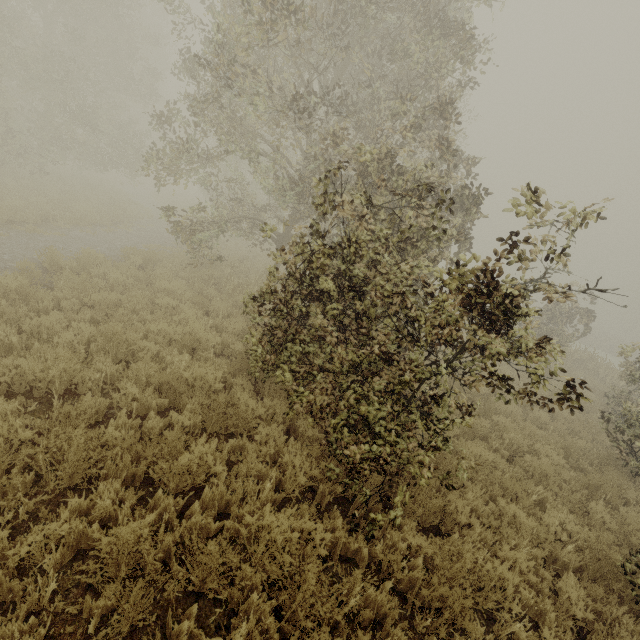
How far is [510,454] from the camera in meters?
7.6 m
